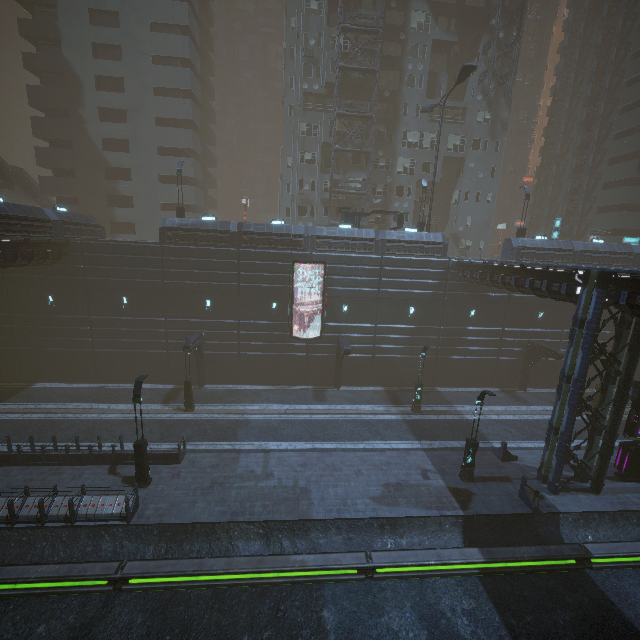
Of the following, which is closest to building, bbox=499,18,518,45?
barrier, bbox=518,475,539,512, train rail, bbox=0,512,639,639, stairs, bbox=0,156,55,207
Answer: train rail, bbox=0,512,639,639

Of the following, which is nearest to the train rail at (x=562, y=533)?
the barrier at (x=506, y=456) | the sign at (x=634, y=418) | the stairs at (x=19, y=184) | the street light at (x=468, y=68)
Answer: the sign at (x=634, y=418)

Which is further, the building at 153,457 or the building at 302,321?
the building at 302,321

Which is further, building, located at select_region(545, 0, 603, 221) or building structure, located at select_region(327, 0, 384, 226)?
building, located at select_region(545, 0, 603, 221)

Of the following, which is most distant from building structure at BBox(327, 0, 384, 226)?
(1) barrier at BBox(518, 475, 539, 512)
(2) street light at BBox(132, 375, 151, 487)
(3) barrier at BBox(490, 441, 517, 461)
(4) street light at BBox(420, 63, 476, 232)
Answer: (1) barrier at BBox(518, 475, 539, 512)

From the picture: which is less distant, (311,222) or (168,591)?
(168,591)

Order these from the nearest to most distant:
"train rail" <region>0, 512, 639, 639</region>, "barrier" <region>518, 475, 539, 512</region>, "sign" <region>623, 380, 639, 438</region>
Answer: "train rail" <region>0, 512, 639, 639</region> → "barrier" <region>518, 475, 539, 512</region> → "sign" <region>623, 380, 639, 438</region>

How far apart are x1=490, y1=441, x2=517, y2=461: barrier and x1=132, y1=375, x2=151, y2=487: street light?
20.2 meters
